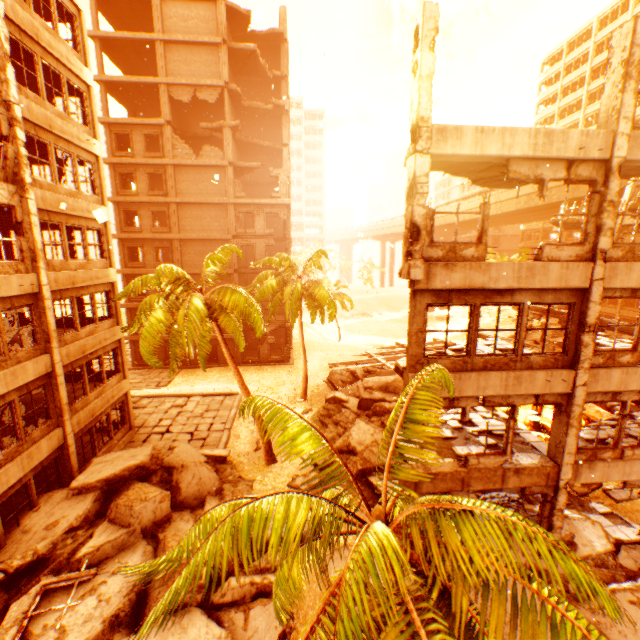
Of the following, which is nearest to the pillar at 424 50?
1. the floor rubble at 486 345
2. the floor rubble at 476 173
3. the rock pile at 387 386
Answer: the floor rubble at 476 173

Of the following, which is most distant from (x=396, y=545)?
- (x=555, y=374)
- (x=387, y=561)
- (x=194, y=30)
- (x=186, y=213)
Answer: (x=194, y=30)

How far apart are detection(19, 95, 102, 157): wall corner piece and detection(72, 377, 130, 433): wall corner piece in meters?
11.2 m

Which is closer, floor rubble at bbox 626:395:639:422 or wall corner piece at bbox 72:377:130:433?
floor rubble at bbox 626:395:639:422

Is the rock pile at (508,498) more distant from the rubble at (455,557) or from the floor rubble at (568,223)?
the floor rubble at (568,223)

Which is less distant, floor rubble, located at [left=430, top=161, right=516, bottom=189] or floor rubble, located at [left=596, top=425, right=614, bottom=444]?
floor rubble, located at [left=430, top=161, right=516, bottom=189]

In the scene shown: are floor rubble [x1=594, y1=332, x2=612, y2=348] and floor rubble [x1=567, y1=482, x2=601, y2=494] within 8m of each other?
yes

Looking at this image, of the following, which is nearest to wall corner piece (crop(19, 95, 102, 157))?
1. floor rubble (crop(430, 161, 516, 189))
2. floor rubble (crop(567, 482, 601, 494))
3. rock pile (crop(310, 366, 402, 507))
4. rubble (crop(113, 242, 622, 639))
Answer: floor rubble (crop(430, 161, 516, 189))
